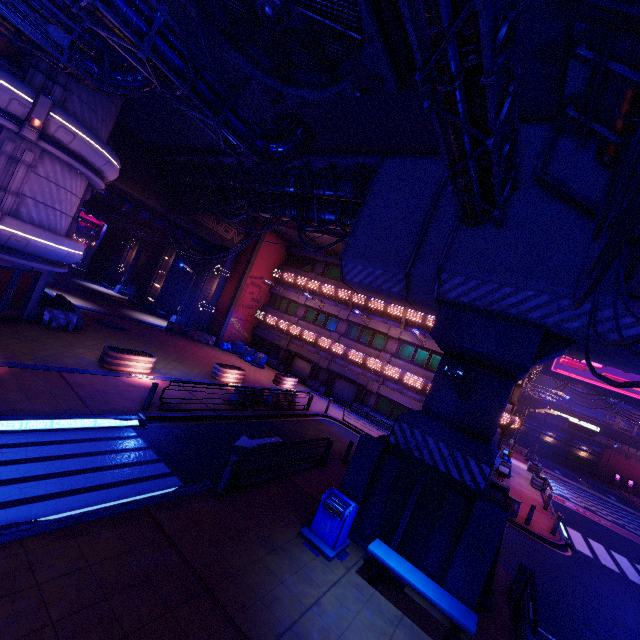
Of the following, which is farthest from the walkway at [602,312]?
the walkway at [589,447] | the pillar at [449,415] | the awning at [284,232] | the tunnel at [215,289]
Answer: the walkway at [589,447]

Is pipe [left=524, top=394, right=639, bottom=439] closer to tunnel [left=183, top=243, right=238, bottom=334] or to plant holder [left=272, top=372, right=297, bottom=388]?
plant holder [left=272, top=372, right=297, bottom=388]

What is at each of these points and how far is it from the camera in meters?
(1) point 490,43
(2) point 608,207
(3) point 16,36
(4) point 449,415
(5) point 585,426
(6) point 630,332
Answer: (1) pipe, 4.3 m
(2) cable, 4.8 m
(3) pipe, 10.0 m
(4) pillar, 9.3 m
(5) sign, 36.7 m
(6) walkway, 7.1 m

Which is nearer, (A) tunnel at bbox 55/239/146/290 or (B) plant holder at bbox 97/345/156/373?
(B) plant holder at bbox 97/345/156/373

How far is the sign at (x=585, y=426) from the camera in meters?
36.1

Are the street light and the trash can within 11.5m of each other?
yes

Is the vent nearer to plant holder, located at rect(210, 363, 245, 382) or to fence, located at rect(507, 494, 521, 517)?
plant holder, located at rect(210, 363, 245, 382)

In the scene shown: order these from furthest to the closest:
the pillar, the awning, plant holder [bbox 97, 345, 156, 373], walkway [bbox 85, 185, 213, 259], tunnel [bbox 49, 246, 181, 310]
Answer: tunnel [bbox 49, 246, 181, 310] → the awning → walkway [bbox 85, 185, 213, 259] → plant holder [bbox 97, 345, 156, 373] → the pillar
